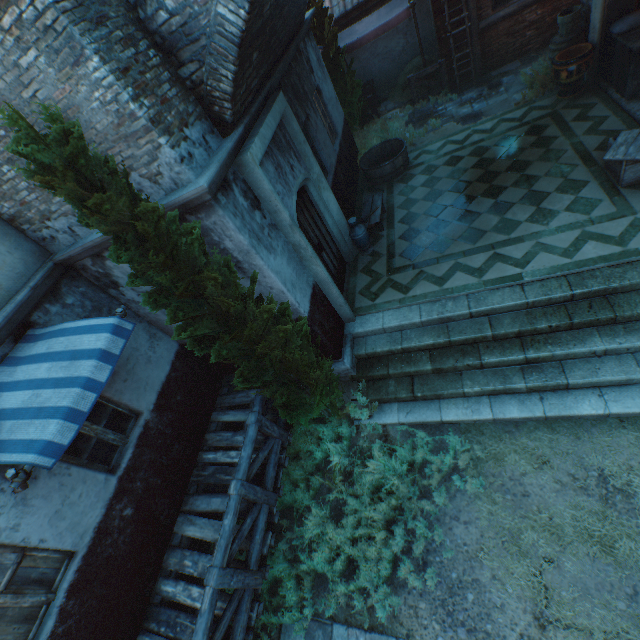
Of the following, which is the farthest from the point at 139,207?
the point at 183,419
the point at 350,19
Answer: the point at 350,19

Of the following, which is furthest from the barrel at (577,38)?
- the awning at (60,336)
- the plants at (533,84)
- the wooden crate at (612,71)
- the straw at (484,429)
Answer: the awning at (60,336)

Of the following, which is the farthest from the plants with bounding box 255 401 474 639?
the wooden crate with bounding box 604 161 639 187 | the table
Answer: the wooden crate with bounding box 604 161 639 187

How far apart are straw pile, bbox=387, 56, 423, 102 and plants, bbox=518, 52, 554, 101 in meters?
3.1

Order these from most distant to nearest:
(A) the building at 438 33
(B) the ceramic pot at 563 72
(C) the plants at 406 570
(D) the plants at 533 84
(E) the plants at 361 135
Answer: (E) the plants at 361 135 → (A) the building at 438 33 → (D) the plants at 533 84 → (B) the ceramic pot at 563 72 → (C) the plants at 406 570

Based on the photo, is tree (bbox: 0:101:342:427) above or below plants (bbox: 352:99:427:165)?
above

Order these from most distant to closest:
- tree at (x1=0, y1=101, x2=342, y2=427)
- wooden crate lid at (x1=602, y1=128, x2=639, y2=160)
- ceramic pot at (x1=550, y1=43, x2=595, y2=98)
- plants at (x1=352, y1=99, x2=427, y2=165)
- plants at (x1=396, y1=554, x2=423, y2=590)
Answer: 1. plants at (x1=352, y1=99, x2=427, y2=165)
2. ceramic pot at (x1=550, y1=43, x2=595, y2=98)
3. wooden crate lid at (x1=602, y1=128, x2=639, y2=160)
4. plants at (x1=396, y1=554, x2=423, y2=590)
5. tree at (x1=0, y1=101, x2=342, y2=427)

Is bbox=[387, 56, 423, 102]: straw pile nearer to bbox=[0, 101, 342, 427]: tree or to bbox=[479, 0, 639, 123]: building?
bbox=[479, 0, 639, 123]: building
